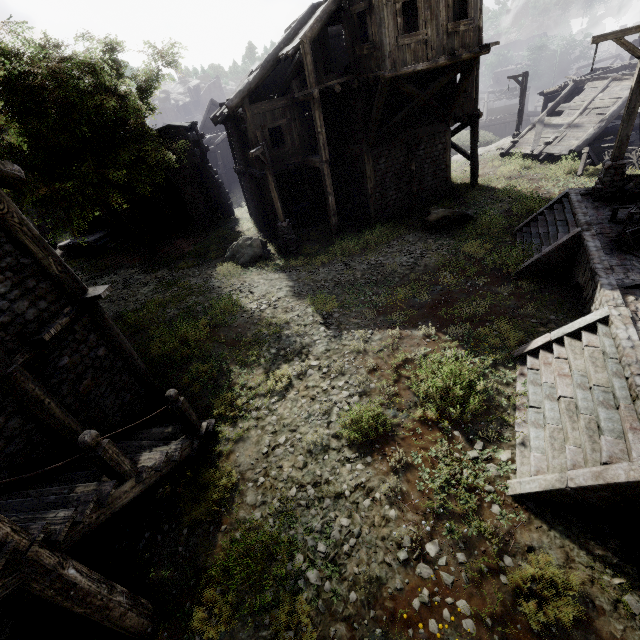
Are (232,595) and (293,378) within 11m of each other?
yes

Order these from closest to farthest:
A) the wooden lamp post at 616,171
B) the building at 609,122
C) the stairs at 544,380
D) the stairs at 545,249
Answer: the stairs at 544,380
the wooden lamp post at 616,171
the stairs at 545,249
the building at 609,122

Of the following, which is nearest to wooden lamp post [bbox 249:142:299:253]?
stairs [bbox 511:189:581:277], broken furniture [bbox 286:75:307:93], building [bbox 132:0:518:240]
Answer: building [bbox 132:0:518:240]

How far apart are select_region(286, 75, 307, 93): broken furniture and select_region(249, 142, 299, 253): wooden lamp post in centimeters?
290cm

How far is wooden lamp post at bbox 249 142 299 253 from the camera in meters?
14.2

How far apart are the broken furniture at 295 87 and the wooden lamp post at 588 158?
14.8m

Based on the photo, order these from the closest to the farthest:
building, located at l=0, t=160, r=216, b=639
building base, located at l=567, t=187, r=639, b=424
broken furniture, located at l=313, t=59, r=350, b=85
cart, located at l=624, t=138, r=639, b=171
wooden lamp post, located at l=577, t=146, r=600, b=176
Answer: building, located at l=0, t=160, r=216, b=639, building base, located at l=567, t=187, r=639, b=424, broken furniture, located at l=313, t=59, r=350, b=85, cart, located at l=624, t=138, r=639, b=171, wooden lamp post, located at l=577, t=146, r=600, b=176

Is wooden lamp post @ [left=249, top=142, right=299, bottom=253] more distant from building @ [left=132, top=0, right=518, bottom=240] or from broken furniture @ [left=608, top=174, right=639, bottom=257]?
broken furniture @ [left=608, top=174, right=639, bottom=257]
